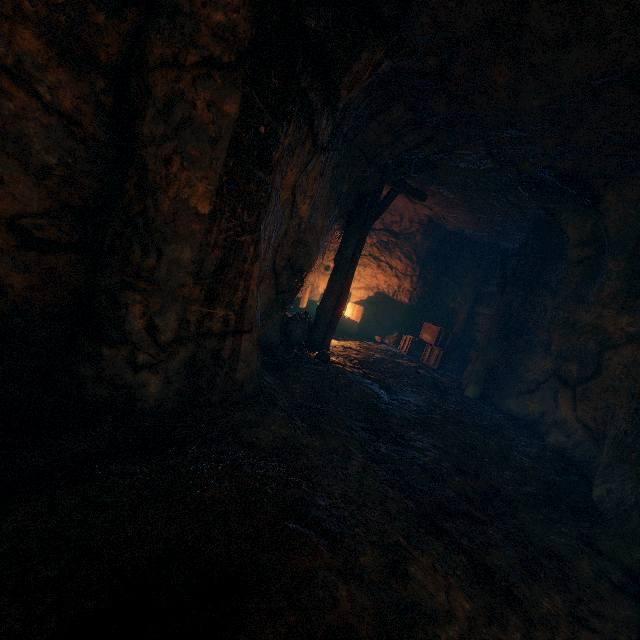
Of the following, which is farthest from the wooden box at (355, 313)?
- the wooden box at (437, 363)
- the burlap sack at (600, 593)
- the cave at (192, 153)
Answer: the burlap sack at (600, 593)

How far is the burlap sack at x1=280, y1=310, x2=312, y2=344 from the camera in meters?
7.2

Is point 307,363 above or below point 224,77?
below

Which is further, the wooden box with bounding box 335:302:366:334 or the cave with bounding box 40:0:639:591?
the wooden box with bounding box 335:302:366:334

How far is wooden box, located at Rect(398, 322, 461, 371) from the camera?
10.00m

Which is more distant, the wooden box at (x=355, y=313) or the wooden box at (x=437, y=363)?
the wooden box at (x=355, y=313)

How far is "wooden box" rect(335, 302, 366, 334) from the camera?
10.9 meters

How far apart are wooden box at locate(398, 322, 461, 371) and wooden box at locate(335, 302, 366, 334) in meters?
1.6 m
